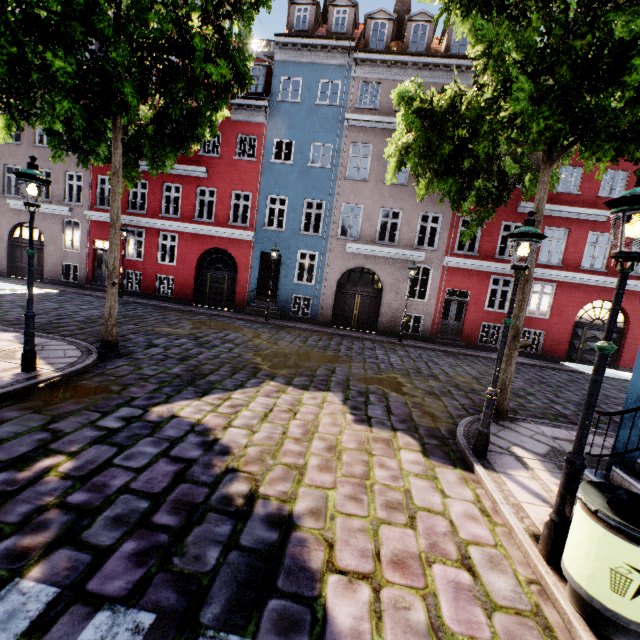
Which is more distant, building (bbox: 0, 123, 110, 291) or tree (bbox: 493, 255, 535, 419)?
building (bbox: 0, 123, 110, 291)

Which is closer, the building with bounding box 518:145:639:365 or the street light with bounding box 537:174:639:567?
the street light with bounding box 537:174:639:567

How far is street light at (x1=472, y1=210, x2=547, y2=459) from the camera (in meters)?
4.65

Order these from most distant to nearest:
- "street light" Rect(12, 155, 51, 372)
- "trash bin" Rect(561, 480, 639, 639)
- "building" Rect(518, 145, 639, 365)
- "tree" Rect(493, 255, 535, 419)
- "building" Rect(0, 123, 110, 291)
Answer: "building" Rect(0, 123, 110, 291) → "building" Rect(518, 145, 639, 365) → "tree" Rect(493, 255, 535, 419) → "street light" Rect(12, 155, 51, 372) → "trash bin" Rect(561, 480, 639, 639)

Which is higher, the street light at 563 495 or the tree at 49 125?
the tree at 49 125

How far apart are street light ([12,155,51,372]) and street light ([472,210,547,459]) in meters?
7.8 m

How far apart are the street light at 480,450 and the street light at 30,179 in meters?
7.8

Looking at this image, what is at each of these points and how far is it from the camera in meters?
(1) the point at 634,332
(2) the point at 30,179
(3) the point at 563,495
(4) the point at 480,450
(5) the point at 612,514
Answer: (1) building, 15.7
(2) street light, 5.5
(3) street light, 3.2
(4) street light, 5.2
(5) trash bin, 2.5
